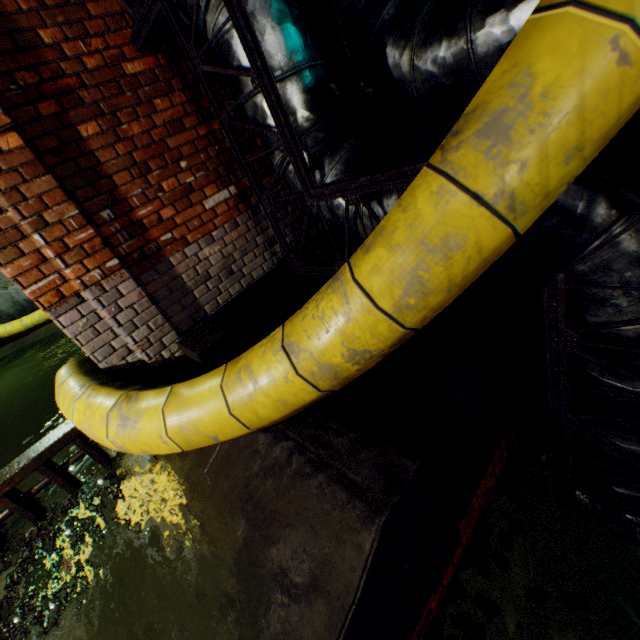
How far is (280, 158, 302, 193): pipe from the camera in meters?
2.3

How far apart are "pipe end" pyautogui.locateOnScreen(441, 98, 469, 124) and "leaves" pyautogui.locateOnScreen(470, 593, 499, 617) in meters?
5.5 m

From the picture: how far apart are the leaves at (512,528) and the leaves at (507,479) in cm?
14

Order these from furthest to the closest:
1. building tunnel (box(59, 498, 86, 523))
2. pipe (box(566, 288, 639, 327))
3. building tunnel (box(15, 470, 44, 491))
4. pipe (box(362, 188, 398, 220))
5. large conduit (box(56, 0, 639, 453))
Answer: building tunnel (box(15, 470, 44, 491))
building tunnel (box(59, 498, 86, 523))
pipe (box(362, 188, 398, 220))
pipe (box(566, 288, 639, 327))
large conduit (box(56, 0, 639, 453))

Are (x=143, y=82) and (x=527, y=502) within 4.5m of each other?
no

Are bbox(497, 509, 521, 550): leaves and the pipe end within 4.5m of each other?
no

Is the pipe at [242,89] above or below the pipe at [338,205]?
above

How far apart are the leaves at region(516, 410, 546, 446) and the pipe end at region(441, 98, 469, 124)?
4.64m
